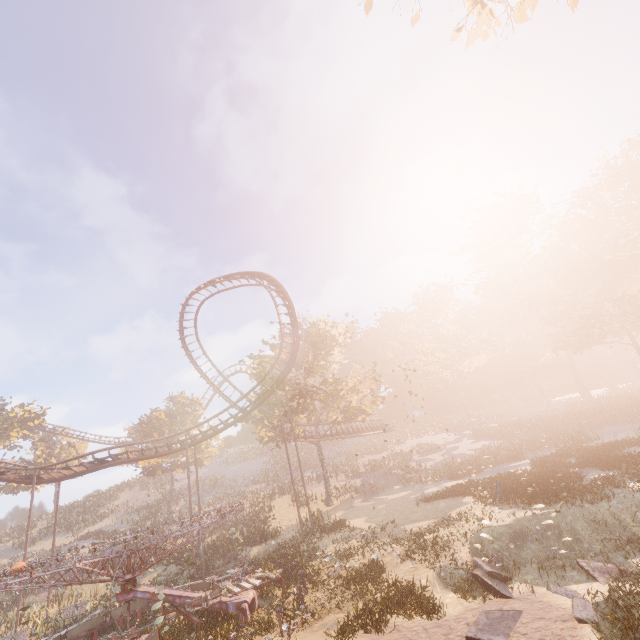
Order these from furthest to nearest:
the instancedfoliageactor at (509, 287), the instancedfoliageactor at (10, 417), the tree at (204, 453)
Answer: the instancedfoliageactor at (10, 417) < the tree at (204, 453) < the instancedfoliageactor at (509, 287)

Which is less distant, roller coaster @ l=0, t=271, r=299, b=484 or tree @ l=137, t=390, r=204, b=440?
roller coaster @ l=0, t=271, r=299, b=484

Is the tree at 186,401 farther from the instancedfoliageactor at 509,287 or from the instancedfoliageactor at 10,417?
the instancedfoliageactor at 509,287

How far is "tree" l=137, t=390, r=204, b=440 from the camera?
42.50m

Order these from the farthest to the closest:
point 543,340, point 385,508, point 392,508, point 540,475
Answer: point 543,340
point 385,508
point 392,508
point 540,475

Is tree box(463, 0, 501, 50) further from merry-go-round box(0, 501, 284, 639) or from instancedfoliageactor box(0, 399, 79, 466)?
instancedfoliageactor box(0, 399, 79, 466)

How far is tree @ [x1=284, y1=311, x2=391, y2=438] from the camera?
32.7 meters

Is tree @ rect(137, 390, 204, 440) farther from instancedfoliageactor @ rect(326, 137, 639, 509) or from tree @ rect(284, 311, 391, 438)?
instancedfoliageactor @ rect(326, 137, 639, 509)
